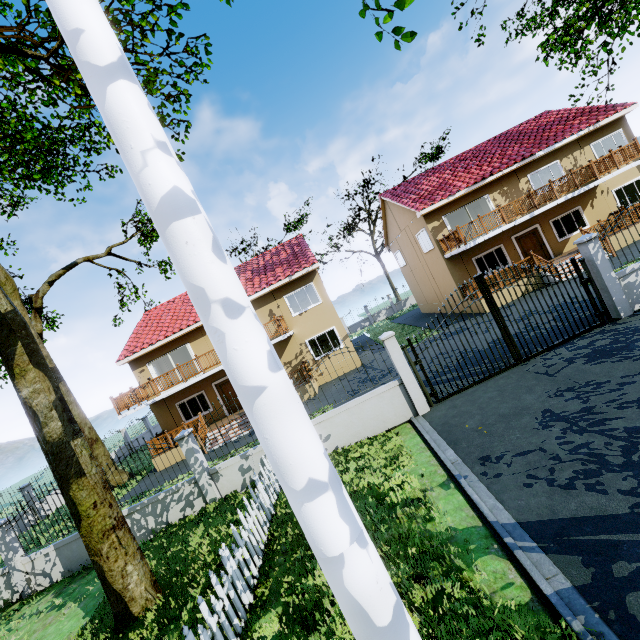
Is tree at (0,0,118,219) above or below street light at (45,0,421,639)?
above

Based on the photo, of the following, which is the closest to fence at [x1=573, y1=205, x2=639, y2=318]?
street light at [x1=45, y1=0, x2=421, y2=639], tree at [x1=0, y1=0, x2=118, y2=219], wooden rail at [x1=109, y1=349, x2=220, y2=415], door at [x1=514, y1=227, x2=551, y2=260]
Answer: tree at [x1=0, y1=0, x2=118, y2=219]

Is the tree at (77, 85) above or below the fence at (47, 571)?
above

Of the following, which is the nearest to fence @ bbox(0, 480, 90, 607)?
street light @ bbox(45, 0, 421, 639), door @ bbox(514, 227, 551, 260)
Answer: street light @ bbox(45, 0, 421, 639)

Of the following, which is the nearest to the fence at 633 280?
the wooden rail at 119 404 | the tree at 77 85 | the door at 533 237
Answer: the tree at 77 85

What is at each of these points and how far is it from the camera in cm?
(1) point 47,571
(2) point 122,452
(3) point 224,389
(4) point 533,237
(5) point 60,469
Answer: (1) fence, 975
(2) fence, 962
(3) door, 1986
(4) door, 1912
(5) tree, 602

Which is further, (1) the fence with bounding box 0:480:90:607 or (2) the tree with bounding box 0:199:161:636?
(1) the fence with bounding box 0:480:90:607

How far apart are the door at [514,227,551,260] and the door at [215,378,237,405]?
18.6m
